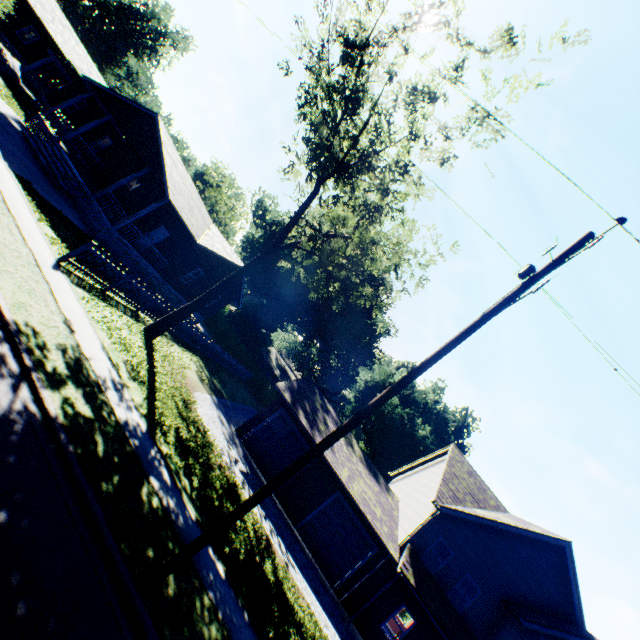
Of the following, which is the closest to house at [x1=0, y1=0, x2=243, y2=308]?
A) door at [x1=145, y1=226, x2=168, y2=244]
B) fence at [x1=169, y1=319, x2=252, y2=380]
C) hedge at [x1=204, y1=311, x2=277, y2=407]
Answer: door at [x1=145, y1=226, x2=168, y2=244]

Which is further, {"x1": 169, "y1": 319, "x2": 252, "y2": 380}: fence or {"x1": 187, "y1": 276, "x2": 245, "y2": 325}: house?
{"x1": 187, "y1": 276, "x2": 245, "y2": 325}: house

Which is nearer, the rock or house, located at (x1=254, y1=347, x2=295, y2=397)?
the rock

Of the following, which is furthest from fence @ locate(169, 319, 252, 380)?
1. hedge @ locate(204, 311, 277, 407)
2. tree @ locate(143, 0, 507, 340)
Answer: tree @ locate(143, 0, 507, 340)

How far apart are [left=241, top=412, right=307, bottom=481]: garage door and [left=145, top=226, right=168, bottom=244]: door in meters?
14.5

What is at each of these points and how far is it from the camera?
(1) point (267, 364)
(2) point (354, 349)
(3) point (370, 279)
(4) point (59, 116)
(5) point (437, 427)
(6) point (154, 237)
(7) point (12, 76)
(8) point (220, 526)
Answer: (1) house, 51.4m
(2) plant, 51.6m
(3) plant, 46.3m
(4) house, 20.2m
(5) plant, 53.8m
(6) door, 22.7m
(7) rock, 22.5m
(8) power line pole, 5.8m

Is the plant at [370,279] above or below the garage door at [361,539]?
above

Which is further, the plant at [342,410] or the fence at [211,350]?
the plant at [342,410]
